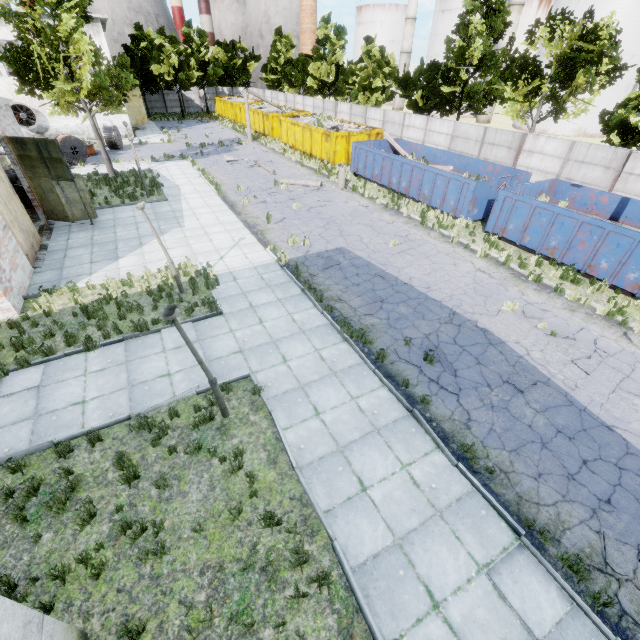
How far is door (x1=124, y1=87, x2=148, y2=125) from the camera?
39.31m

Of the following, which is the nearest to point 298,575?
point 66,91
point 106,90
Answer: point 66,91

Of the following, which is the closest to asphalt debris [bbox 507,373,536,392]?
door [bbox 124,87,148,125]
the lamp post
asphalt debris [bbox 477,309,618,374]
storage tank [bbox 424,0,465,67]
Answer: Answer: asphalt debris [bbox 477,309,618,374]

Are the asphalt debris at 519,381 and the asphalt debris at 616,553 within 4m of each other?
yes

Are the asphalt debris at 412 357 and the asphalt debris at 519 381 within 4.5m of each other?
yes

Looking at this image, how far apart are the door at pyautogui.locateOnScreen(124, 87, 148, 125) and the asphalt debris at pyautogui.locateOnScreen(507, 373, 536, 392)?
50.0m

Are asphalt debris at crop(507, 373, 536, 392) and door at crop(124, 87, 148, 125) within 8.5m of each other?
no

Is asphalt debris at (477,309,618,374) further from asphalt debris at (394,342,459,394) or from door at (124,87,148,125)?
door at (124,87,148,125)
